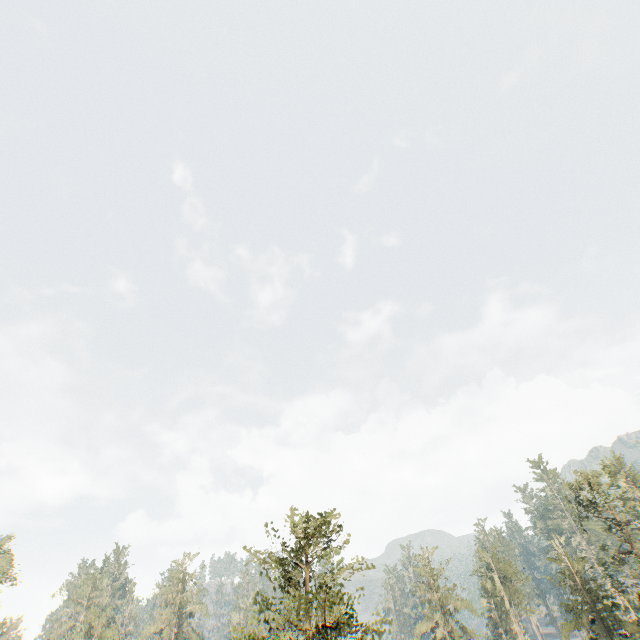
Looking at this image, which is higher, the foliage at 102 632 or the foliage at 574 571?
the foliage at 102 632

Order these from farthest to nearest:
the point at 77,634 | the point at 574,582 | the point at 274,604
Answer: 1. the point at 77,634
2. the point at 574,582
3. the point at 274,604

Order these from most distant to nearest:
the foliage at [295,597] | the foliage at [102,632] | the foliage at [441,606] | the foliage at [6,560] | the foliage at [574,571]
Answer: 1. the foliage at [6,560]
2. the foliage at [441,606]
3. the foliage at [102,632]
4. the foliage at [574,571]
5. the foliage at [295,597]

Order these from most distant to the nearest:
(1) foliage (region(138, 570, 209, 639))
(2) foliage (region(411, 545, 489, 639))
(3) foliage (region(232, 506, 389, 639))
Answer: (1) foliage (region(138, 570, 209, 639)) → (2) foliage (region(411, 545, 489, 639)) → (3) foliage (region(232, 506, 389, 639))

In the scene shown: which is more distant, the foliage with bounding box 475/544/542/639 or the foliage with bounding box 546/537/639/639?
the foliage with bounding box 475/544/542/639

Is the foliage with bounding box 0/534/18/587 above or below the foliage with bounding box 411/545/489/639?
above
